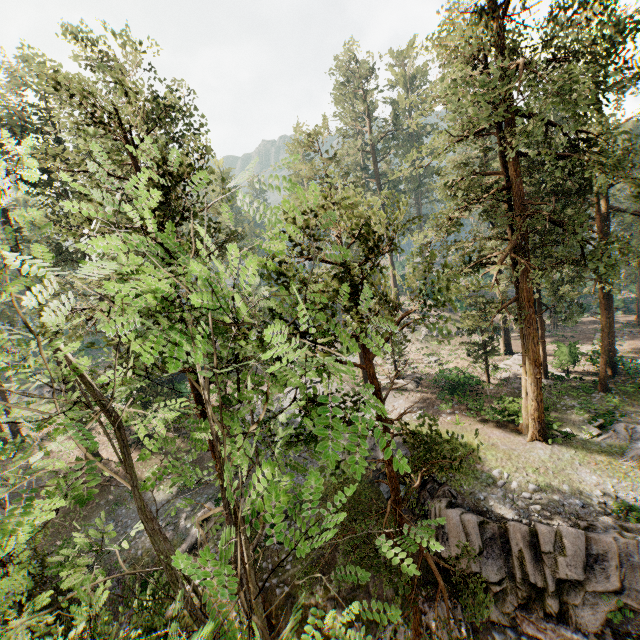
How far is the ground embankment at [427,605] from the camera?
14.84m

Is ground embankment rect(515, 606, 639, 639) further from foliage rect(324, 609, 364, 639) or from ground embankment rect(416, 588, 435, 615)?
foliage rect(324, 609, 364, 639)

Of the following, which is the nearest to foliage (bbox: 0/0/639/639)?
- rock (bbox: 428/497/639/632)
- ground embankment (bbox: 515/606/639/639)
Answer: rock (bbox: 428/497/639/632)

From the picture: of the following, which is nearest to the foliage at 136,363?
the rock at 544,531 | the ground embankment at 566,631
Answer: the rock at 544,531

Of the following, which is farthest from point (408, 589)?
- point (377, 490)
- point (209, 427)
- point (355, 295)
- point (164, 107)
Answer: point (164, 107)

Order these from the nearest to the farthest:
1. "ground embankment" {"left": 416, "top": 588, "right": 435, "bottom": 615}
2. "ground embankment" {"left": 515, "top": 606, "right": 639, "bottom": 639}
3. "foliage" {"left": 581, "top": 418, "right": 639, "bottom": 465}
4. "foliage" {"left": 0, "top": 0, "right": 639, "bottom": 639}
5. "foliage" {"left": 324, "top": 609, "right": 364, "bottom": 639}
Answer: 1. "foliage" {"left": 324, "top": 609, "right": 364, "bottom": 639}
2. "foliage" {"left": 0, "top": 0, "right": 639, "bottom": 639}
3. "ground embankment" {"left": 515, "top": 606, "right": 639, "bottom": 639}
4. "ground embankment" {"left": 416, "top": 588, "right": 435, "bottom": 615}
5. "foliage" {"left": 581, "top": 418, "right": 639, "bottom": 465}

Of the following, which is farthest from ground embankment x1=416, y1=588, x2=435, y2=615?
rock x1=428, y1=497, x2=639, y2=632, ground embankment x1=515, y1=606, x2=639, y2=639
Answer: ground embankment x1=515, y1=606, x2=639, y2=639

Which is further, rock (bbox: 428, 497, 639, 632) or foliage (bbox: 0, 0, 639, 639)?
rock (bbox: 428, 497, 639, 632)
